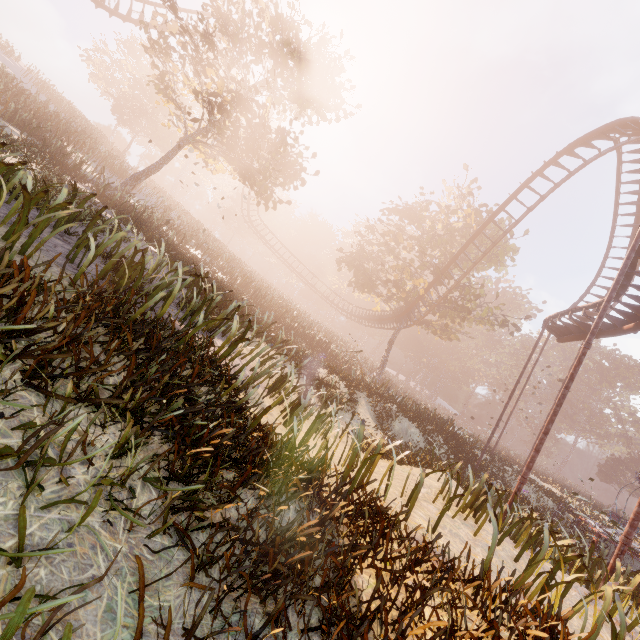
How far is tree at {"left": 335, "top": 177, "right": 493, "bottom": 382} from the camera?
26.27m

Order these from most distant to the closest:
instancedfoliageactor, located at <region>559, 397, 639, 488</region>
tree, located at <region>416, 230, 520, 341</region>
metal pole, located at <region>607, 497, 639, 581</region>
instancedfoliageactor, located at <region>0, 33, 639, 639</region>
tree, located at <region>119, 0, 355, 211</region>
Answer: instancedfoliageactor, located at <region>559, 397, 639, 488</region> → tree, located at <region>416, 230, 520, 341</region> → tree, located at <region>119, 0, 355, 211</region> → metal pole, located at <region>607, 497, 639, 581</region> → instancedfoliageactor, located at <region>0, 33, 639, 639</region>

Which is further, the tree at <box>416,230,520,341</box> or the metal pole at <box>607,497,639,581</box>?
the tree at <box>416,230,520,341</box>

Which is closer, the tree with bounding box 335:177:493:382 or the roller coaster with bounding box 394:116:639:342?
the roller coaster with bounding box 394:116:639:342

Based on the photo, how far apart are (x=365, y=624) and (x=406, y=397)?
19.6m

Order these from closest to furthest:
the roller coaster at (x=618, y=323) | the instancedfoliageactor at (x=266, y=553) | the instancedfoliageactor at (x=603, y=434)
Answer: the instancedfoliageactor at (x=266, y=553), the roller coaster at (x=618, y=323), the instancedfoliageactor at (x=603, y=434)

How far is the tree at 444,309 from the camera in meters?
25.9 m
